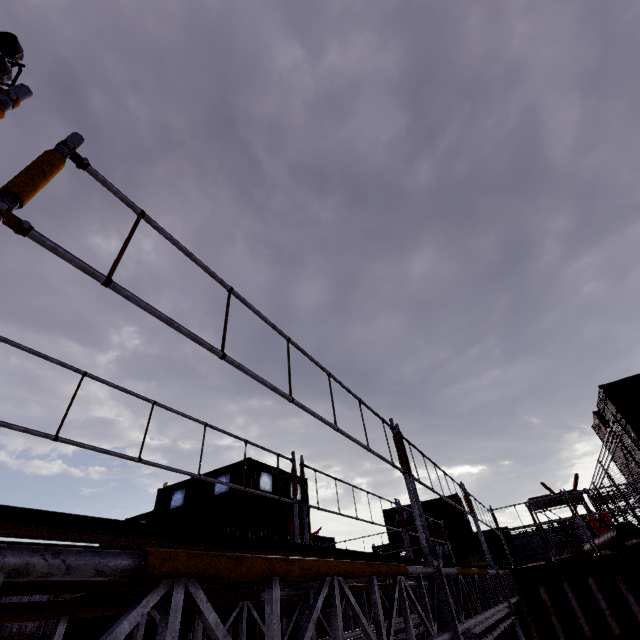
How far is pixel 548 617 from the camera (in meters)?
6.95

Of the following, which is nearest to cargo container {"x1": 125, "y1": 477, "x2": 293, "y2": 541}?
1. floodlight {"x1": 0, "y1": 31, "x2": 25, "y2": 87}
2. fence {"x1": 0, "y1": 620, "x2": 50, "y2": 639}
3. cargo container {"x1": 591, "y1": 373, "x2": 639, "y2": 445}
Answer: fence {"x1": 0, "y1": 620, "x2": 50, "y2": 639}

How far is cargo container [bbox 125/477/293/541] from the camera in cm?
1222

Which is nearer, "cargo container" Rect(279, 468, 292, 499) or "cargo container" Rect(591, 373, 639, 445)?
"cargo container" Rect(591, 373, 639, 445)

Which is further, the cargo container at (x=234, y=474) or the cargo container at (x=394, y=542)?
the cargo container at (x=394, y=542)

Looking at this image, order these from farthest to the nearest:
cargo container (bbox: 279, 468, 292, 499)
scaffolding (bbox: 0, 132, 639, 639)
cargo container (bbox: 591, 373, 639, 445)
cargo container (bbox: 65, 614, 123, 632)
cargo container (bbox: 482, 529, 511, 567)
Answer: cargo container (bbox: 482, 529, 511, 567) < cargo container (bbox: 279, 468, 292, 499) < cargo container (bbox: 591, 373, 639, 445) < cargo container (bbox: 65, 614, 123, 632) < scaffolding (bbox: 0, 132, 639, 639)

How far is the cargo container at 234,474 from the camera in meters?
14.4
